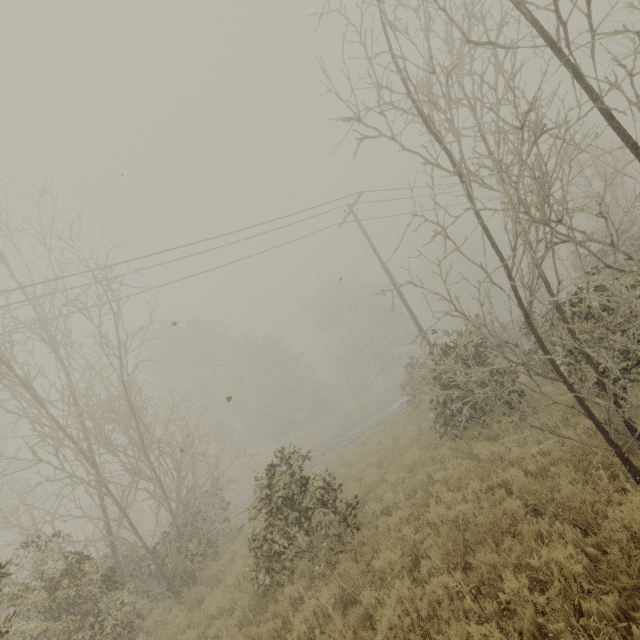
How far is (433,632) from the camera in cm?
447
